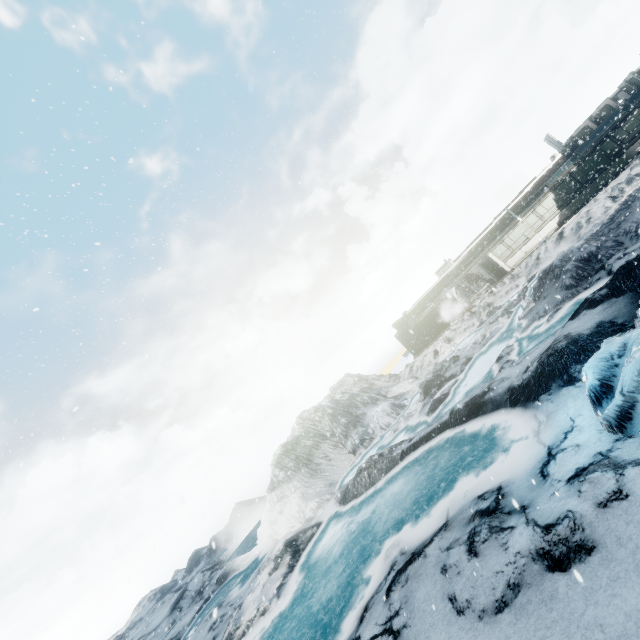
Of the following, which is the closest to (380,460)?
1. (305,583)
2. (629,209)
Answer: (305,583)
